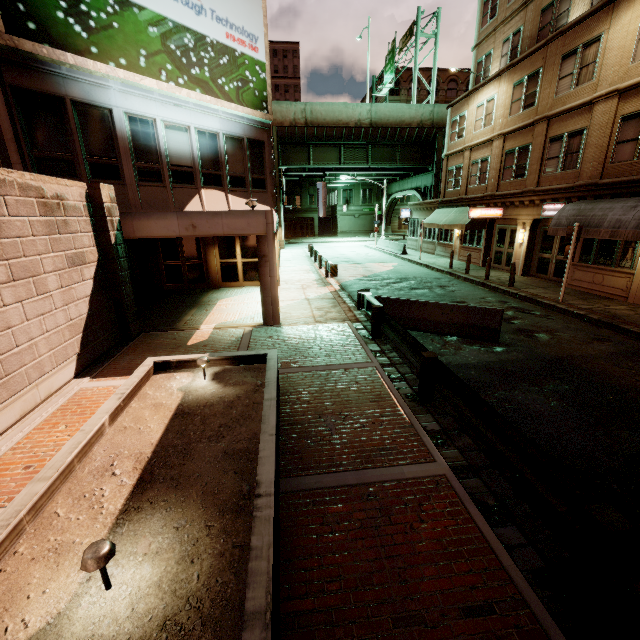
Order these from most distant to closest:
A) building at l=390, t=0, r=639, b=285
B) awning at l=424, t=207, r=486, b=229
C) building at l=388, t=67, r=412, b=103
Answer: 1. building at l=388, t=67, r=412, b=103
2. awning at l=424, t=207, r=486, b=229
3. building at l=390, t=0, r=639, b=285

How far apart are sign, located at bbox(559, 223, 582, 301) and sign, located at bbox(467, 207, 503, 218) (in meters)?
7.80

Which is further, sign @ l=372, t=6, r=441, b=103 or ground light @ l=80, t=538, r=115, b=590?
sign @ l=372, t=6, r=441, b=103

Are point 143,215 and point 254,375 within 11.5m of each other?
yes

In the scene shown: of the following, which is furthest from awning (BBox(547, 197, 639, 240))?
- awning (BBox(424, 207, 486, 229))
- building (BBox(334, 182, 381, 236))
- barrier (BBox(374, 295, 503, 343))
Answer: building (BBox(334, 182, 381, 236))

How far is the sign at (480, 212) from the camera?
19.6 meters

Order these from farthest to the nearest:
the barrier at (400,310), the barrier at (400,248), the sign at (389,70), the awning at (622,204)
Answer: the sign at (389,70) → the barrier at (400,248) → the awning at (622,204) → the barrier at (400,310)

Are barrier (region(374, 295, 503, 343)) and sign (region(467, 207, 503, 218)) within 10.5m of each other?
no
